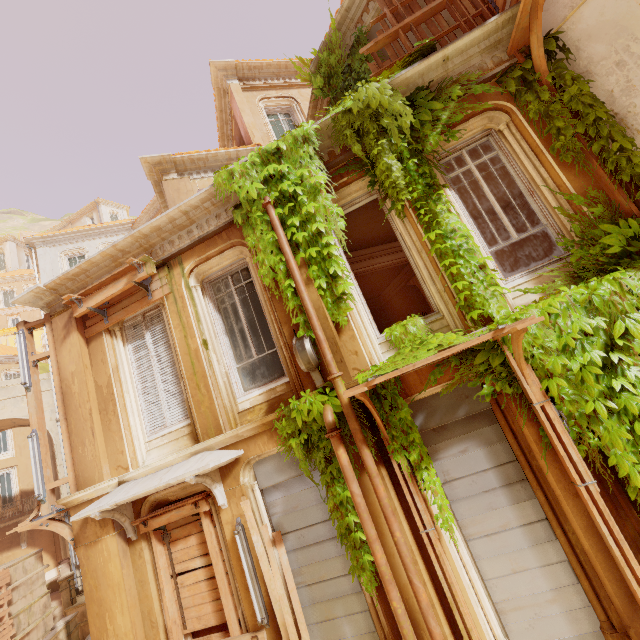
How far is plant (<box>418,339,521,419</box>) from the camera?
4.7m

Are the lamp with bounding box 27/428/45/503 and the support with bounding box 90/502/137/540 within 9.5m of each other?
yes

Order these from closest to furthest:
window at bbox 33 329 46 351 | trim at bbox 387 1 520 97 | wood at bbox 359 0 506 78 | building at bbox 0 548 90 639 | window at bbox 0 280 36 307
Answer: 1. trim at bbox 387 1 520 97
2. wood at bbox 359 0 506 78
3. building at bbox 0 548 90 639
4. window at bbox 33 329 46 351
5. window at bbox 0 280 36 307

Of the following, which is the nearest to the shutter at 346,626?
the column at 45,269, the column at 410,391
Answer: the column at 410,391

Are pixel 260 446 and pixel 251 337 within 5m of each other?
yes

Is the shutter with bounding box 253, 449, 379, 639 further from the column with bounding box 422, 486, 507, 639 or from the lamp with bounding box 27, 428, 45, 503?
the lamp with bounding box 27, 428, 45, 503

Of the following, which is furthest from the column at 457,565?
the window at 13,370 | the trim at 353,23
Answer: the window at 13,370

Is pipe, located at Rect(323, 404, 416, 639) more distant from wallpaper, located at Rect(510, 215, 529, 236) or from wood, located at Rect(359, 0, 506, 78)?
wallpaper, located at Rect(510, 215, 529, 236)
